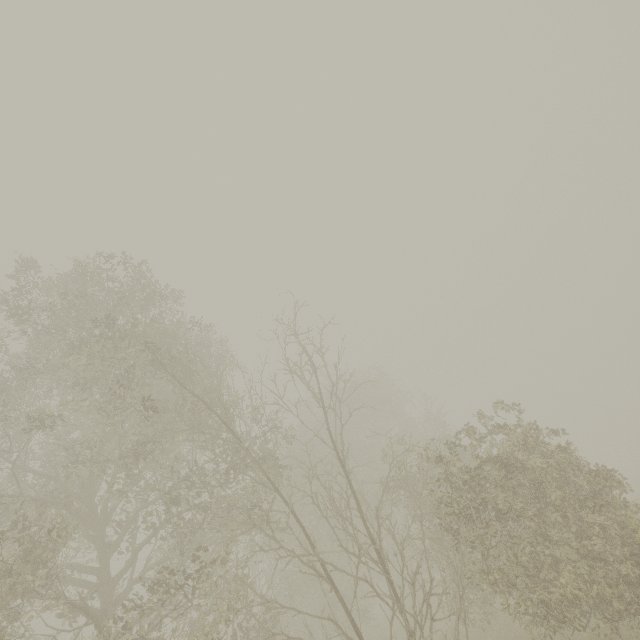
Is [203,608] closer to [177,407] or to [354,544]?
[354,544]
